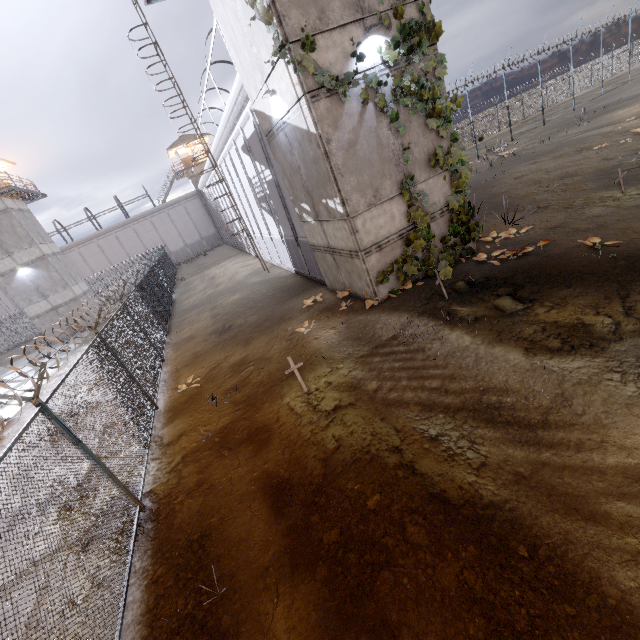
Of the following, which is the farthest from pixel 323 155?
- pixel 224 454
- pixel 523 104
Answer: pixel 523 104

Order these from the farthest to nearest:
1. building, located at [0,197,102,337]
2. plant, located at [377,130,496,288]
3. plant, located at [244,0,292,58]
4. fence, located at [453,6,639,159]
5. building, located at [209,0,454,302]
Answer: fence, located at [453,6,639,159] → building, located at [0,197,102,337] → plant, located at [377,130,496,288] → building, located at [209,0,454,302] → plant, located at [244,0,292,58]

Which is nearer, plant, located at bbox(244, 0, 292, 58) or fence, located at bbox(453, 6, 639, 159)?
plant, located at bbox(244, 0, 292, 58)

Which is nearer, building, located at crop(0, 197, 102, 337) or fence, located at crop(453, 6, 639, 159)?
building, located at crop(0, 197, 102, 337)

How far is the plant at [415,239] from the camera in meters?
9.0 m

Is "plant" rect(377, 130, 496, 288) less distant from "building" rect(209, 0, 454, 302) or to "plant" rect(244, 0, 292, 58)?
"building" rect(209, 0, 454, 302)

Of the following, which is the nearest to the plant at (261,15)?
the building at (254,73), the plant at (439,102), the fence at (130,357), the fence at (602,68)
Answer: the building at (254,73)

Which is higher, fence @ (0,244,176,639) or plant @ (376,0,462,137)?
plant @ (376,0,462,137)
